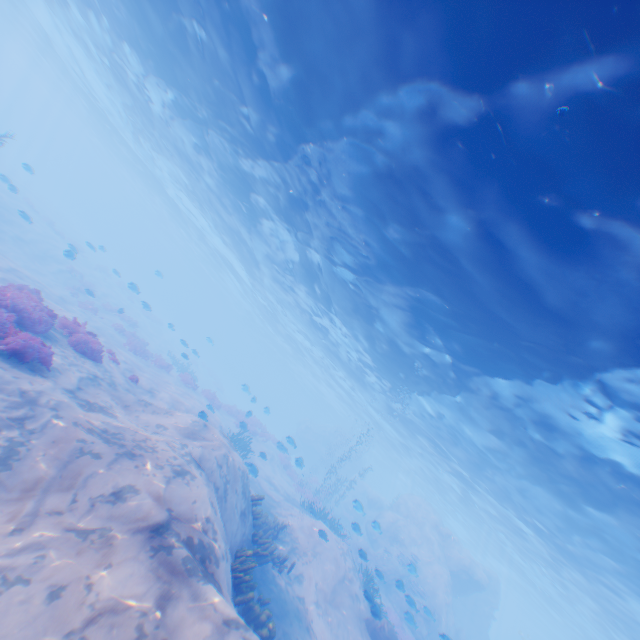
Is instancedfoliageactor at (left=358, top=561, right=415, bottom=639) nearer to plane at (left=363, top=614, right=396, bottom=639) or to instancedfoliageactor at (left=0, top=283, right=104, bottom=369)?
plane at (left=363, top=614, right=396, bottom=639)

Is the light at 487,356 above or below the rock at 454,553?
above

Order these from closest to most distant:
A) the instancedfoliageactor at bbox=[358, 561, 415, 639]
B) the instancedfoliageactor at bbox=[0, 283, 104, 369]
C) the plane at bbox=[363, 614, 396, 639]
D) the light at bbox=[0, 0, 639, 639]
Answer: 1. the light at bbox=[0, 0, 639, 639]
2. the instancedfoliageactor at bbox=[0, 283, 104, 369]
3. the instancedfoliageactor at bbox=[358, 561, 415, 639]
4. the plane at bbox=[363, 614, 396, 639]

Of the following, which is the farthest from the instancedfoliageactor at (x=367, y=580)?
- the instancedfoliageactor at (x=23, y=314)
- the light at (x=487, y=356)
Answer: the instancedfoliageactor at (x=23, y=314)

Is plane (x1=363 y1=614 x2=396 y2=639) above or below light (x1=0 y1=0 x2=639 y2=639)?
below

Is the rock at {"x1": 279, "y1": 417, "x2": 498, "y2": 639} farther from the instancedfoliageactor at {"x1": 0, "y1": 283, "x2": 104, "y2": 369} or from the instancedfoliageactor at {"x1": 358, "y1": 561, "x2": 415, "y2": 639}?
the instancedfoliageactor at {"x1": 358, "y1": 561, "x2": 415, "y2": 639}

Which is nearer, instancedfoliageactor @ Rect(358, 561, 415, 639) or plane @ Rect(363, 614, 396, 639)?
instancedfoliageactor @ Rect(358, 561, 415, 639)

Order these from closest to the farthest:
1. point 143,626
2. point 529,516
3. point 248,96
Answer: point 143,626
point 248,96
point 529,516
